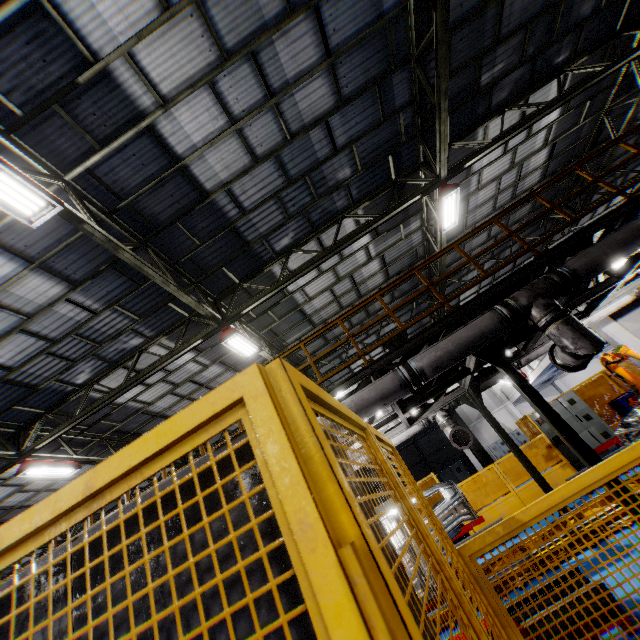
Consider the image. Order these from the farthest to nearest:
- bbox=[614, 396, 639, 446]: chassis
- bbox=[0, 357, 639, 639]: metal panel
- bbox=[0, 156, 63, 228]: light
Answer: bbox=[614, 396, 639, 446]: chassis → bbox=[0, 156, 63, 228]: light → bbox=[0, 357, 639, 639]: metal panel

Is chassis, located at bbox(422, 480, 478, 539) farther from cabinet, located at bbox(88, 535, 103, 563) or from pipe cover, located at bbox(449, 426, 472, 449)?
cabinet, located at bbox(88, 535, 103, 563)

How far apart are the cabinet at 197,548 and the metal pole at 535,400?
5.1m

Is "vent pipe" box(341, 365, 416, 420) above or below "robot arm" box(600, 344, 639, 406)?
above

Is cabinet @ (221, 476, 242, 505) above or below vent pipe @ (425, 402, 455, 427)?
below

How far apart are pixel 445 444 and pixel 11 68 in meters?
20.4

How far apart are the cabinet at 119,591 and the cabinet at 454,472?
18.0 meters

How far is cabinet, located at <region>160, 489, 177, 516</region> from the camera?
0.8 meters
